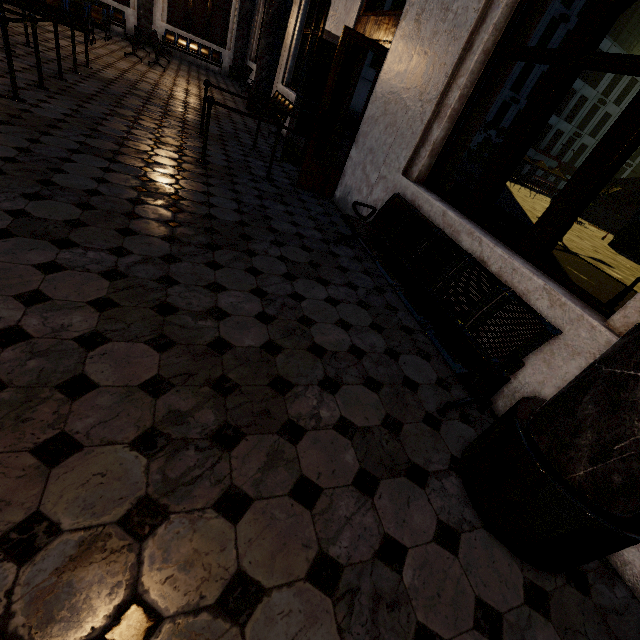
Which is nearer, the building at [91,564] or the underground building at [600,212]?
the building at [91,564]

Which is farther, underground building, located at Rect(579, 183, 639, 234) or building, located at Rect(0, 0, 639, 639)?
underground building, located at Rect(579, 183, 639, 234)

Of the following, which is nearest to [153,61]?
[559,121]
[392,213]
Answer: [392,213]
